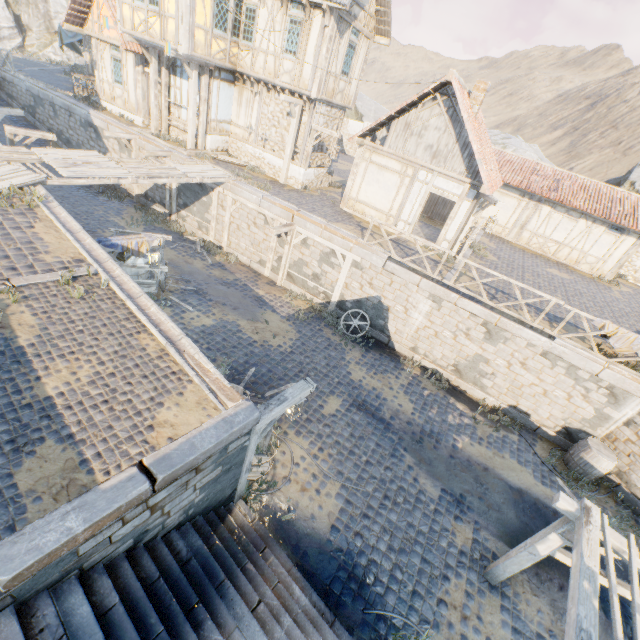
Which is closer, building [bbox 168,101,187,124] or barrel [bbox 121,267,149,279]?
barrel [bbox 121,267,149,279]

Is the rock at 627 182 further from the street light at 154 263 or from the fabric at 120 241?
the street light at 154 263

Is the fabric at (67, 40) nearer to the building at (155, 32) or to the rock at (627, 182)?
the rock at (627, 182)

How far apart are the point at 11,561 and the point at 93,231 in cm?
1464

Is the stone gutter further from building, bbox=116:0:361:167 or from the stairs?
building, bbox=116:0:361:167

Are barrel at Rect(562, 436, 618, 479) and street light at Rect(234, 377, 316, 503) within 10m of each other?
yes

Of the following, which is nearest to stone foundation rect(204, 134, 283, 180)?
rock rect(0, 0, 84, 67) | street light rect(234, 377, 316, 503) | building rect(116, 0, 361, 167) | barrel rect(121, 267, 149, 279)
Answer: building rect(116, 0, 361, 167)

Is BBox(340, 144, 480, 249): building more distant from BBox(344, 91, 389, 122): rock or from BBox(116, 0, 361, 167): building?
BBox(344, 91, 389, 122): rock
